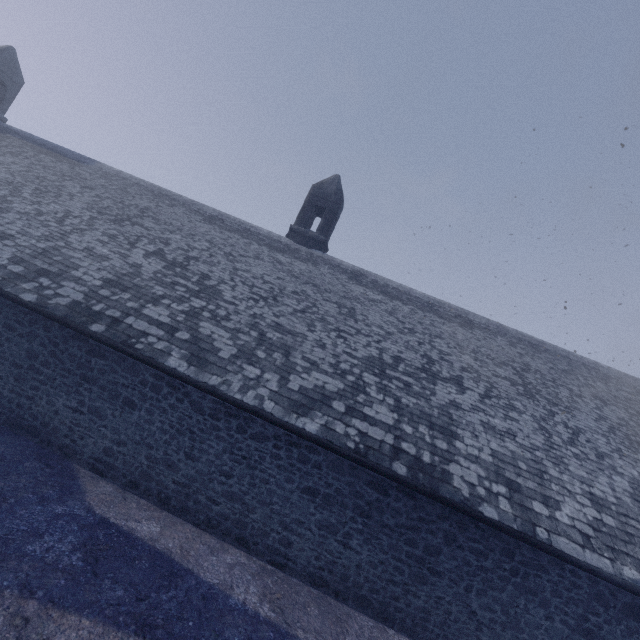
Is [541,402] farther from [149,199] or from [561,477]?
[149,199]
